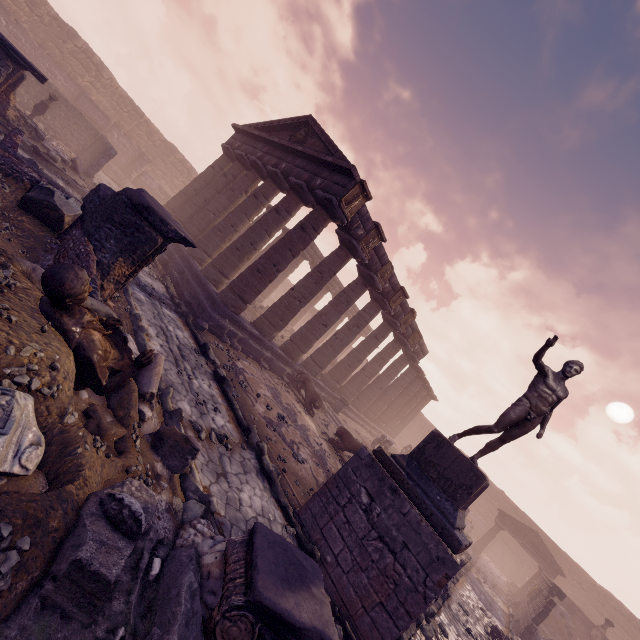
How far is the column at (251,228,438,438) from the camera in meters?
13.3

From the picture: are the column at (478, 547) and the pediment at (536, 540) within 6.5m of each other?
yes

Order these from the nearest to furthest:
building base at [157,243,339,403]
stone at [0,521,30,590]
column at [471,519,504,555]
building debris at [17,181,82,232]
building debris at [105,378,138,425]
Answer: stone at [0,521,30,590], building debris at [105,378,138,425], building debris at [17,181,82,232], building base at [157,243,339,403], column at [471,519,504,555]

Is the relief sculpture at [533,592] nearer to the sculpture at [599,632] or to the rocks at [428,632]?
the sculpture at [599,632]

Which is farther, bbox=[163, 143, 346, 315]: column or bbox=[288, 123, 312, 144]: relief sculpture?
bbox=[288, 123, 312, 144]: relief sculpture

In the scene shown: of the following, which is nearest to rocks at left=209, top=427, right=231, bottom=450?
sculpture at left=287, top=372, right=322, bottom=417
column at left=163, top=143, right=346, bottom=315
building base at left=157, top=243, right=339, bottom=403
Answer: building base at left=157, top=243, right=339, bottom=403

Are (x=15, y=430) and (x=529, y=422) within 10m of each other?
yes

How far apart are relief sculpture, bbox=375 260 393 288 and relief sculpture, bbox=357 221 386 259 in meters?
1.2
